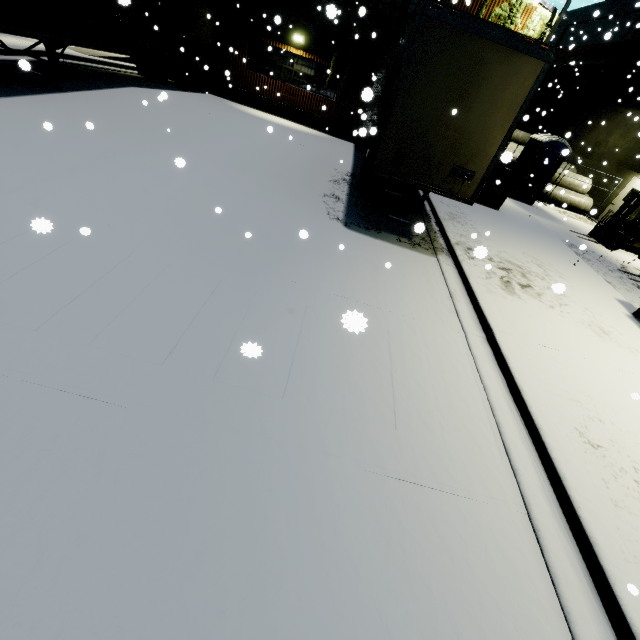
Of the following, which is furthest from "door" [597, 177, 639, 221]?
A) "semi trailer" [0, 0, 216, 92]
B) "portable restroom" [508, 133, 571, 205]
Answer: "semi trailer" [0, 0, 216, 92]

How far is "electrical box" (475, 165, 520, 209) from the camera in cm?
1213

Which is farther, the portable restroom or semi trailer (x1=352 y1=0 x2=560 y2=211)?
the portable restroom

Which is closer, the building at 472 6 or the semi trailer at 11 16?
the semi trailer at 11 16

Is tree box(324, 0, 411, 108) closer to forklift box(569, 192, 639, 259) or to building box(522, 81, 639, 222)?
building box(522, 81, 639, 222)

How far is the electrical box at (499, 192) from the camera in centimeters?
1213cm

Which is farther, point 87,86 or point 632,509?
point 87,86

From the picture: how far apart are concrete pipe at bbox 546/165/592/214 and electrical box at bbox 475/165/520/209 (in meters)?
6.44
